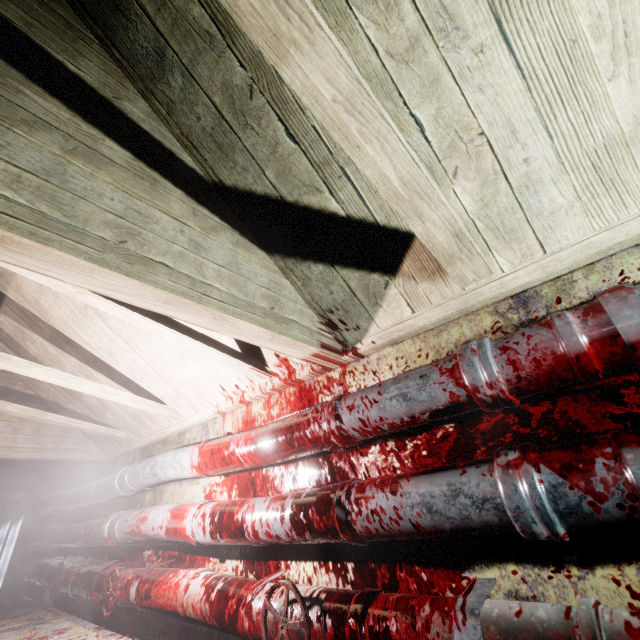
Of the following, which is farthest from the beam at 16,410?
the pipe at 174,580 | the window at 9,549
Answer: the window at 9,549

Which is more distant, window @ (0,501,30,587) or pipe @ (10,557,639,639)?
window @ (0,501,30,587)

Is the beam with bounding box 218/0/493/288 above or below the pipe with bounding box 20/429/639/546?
above

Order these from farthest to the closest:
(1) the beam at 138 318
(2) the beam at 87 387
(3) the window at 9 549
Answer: (3) the window at 9 549, (2) the beam at 87 387, (1) the beam at 138 318

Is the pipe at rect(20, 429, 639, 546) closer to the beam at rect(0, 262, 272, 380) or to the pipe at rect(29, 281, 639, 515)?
the pipe at rect(29, 281, 639, 515)

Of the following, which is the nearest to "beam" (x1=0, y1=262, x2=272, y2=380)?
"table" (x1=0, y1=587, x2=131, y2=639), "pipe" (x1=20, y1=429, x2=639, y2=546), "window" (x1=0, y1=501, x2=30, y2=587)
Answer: "pipe" (x1=20, y1=429, x2=639, y2=546)

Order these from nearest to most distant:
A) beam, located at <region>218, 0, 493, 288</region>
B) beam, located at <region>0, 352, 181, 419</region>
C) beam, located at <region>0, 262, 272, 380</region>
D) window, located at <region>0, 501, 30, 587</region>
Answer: beam, located at <region>218, 0, 493, 288</region>, beam, located at <region>0, 262, 272, 380</region>, beam, located at <region>0, 352, 181, 419</region>, window, located at <region>0, 501, 30, 587</region>

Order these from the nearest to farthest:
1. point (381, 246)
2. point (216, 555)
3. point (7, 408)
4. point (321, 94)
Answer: point (321, 94), point (381, 246), point (216, 555), point (7, 408)
